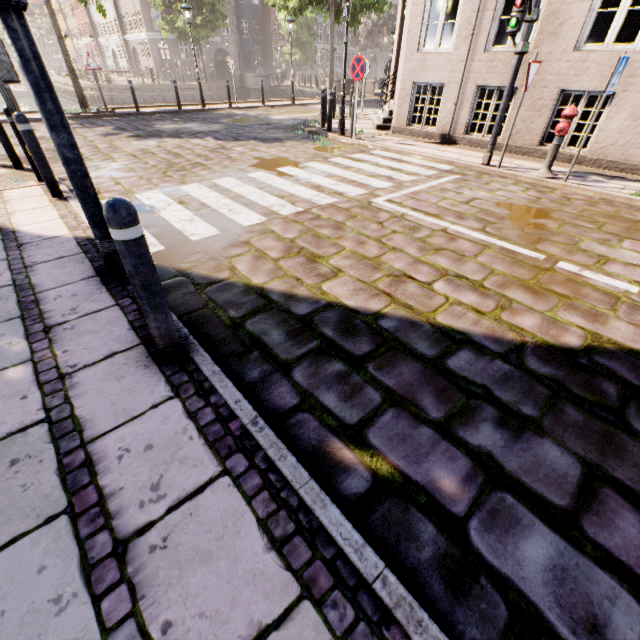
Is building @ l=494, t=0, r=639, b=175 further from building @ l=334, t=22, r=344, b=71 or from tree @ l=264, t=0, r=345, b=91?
building @ l=334, t=22, r=344, b=71

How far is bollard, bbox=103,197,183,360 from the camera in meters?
1.7 m

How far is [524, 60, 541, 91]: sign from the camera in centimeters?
589cm

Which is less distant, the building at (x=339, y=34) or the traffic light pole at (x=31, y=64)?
the traffic light pole at (x=31, y=64)

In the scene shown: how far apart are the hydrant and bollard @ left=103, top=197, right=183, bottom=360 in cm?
757

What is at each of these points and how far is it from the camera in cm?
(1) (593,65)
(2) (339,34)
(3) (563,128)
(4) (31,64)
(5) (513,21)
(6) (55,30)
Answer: (1) building, 672
(2) building, 5206
(3) hydrant, 601
(4) traffic light pole, 220
(5) pedestrian light, 598
(6) tree, 1199

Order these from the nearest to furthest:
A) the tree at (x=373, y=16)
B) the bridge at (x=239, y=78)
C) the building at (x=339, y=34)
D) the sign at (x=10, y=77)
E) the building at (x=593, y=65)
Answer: the sign at (x=10, y=77)
the building at (x=593, y=65)
the tree at (x=373, y=16)
the bridge at (x=239, y=78)
the building at (x=339, y=34)

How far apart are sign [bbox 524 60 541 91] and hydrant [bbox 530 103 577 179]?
0.8m
